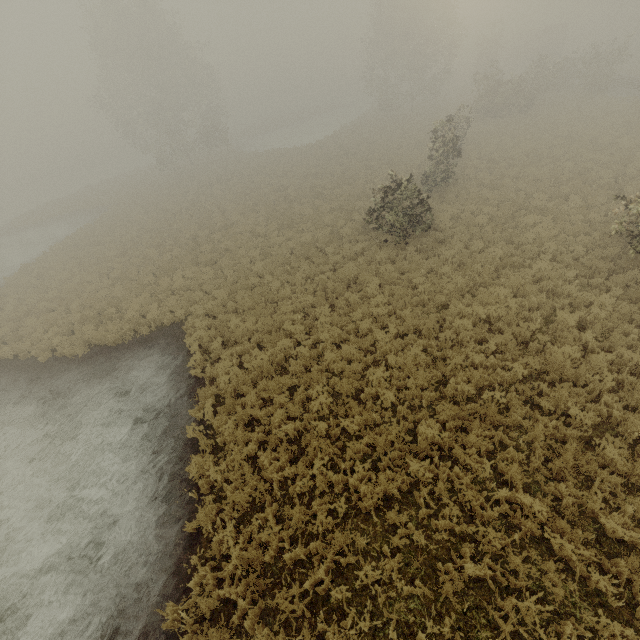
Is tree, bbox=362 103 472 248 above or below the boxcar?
below

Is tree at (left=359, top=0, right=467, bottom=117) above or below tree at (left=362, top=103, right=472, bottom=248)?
above

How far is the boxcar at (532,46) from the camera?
46.1m

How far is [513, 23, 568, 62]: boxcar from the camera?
46.1 meters

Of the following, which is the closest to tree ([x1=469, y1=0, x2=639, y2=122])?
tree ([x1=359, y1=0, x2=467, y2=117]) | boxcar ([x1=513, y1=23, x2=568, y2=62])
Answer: tree ([x1=359, y1=0, x2=467, y2=117])

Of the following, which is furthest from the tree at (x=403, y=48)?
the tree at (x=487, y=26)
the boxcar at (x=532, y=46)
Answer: the boxcar at (x=532, y=46)

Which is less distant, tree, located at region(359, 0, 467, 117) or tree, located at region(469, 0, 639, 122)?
tree, located at region(469, 0, 639, 122)

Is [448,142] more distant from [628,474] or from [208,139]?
[208,139]
